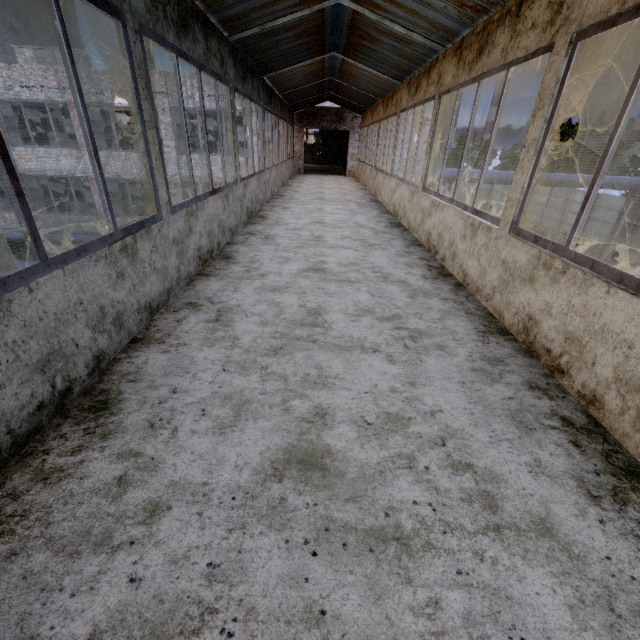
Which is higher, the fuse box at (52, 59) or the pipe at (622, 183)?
the fuse box at (52, 59)

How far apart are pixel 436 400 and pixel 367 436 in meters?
0.6 m

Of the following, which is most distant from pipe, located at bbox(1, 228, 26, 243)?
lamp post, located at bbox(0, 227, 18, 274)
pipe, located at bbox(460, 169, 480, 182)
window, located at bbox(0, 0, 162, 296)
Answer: window, located at bbox(0, 0, 162, 296)

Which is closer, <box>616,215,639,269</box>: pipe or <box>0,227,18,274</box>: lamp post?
<box>0,227,18,274</box>: lamp post

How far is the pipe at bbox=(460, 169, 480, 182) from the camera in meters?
15.7 m

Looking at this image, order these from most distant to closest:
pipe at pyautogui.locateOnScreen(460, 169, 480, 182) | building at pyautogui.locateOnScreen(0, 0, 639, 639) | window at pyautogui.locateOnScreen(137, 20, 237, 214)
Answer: pipe at pyautogui.locateOnScreen(460, 169, 480, 182)
window at pyautogui.locateOnScreen(137, 20, 237, 214)
building at pyautogui.locateOnScreen(0, 0, 639, 639)

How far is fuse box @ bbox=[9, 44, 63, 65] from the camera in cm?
1856

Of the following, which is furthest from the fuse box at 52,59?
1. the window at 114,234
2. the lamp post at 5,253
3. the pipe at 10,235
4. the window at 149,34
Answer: the window at 114,234
